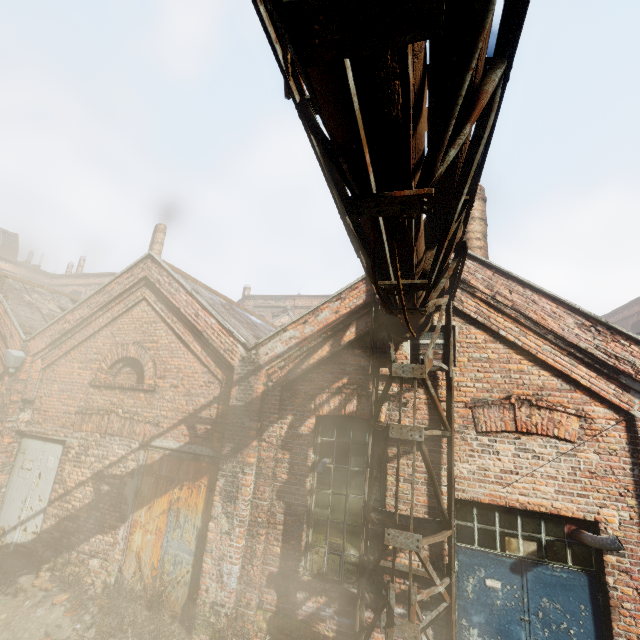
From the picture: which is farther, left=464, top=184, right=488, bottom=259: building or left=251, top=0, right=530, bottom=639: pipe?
left=464, top=184, right=488, bottom=259: building

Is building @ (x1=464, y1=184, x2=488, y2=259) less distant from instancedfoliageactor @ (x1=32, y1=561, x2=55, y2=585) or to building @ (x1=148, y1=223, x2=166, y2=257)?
instancedfoliageactor @ (x1=32, y1=561, x2=55, y2=585)

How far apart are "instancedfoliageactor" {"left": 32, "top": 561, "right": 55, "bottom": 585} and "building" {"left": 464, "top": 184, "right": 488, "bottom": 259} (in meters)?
10.64

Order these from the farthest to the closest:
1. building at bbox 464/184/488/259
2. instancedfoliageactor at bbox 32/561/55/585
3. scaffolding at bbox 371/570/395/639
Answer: building at bbox 464/184/488/259 → instancedfoliageactor at bbox 32/561/55/585 → scaffolding at bbox 371/570/395/639

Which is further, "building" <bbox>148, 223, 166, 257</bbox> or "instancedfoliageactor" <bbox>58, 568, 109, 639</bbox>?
"building" <bbox>148, 223, 166, 257</bbox>

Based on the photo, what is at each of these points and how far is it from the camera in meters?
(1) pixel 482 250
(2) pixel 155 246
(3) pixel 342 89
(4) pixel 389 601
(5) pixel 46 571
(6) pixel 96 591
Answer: (1) building, 8.2
(2) building, 17.7
(3) pipe, 1.3
(4) scaffolding, 4.1
(5) instancedfoliageactor, 6.5
(6) instancedfoliageactor, 6.1

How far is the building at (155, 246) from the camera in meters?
17.6

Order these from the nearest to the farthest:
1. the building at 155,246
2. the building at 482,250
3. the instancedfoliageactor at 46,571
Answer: the instancedfoliageactor at 46,571, the building at 482,250, the building at 155,246
